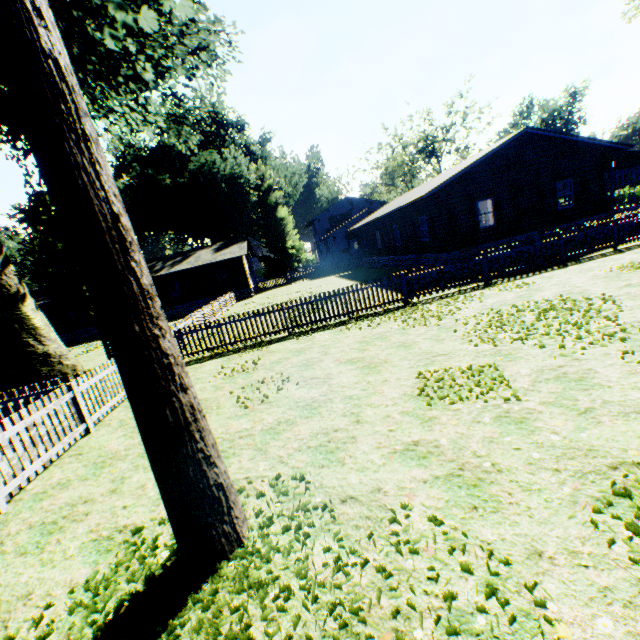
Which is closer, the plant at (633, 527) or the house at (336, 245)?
the plant at (633, 527)

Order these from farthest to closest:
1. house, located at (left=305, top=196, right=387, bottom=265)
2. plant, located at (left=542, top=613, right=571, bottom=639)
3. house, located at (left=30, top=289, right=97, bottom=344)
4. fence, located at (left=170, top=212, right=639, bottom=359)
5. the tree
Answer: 1. the tree
2. house, located at (left=305, top=196, right=387, bottom=265)
3. house, located at (left=30, top=289, right=97, bottom=344)
4. fence, located at (left=170, top=212, right=639, bottom=359)
5. plant, located at (left=542, top=613, right=571, bottom=639)

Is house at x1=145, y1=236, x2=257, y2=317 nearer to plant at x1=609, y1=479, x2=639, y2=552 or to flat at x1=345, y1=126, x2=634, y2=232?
plant at x1=609, y1=479, x2=639, y2=552

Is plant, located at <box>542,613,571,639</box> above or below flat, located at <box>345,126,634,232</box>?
below

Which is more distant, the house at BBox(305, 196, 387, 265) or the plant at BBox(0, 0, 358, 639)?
the house at BBox(305, 196, 387, 265)

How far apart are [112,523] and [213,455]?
2.4m

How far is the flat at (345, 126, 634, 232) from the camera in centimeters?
1755cm

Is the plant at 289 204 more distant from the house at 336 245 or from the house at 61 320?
the house at 336 245
